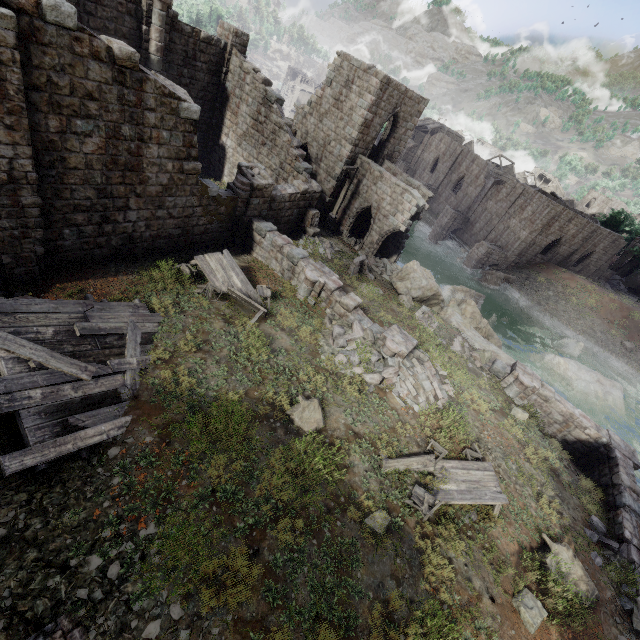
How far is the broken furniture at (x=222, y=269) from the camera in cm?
1242

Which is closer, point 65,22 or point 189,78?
point 65,22

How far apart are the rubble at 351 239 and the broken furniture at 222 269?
11.97m

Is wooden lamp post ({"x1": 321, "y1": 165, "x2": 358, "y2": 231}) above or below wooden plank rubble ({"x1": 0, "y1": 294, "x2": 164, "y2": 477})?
below

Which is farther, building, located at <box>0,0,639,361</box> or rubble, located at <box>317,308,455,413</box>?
rubble, located at <box>317,308,455,413</box>

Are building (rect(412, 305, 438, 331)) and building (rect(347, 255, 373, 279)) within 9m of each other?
yes

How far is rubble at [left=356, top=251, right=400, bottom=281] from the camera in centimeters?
2151cm

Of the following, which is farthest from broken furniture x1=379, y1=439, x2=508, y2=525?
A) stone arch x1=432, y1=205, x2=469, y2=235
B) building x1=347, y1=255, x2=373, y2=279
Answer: stone arch x1=432, y1=205, x2=469, y2=235
